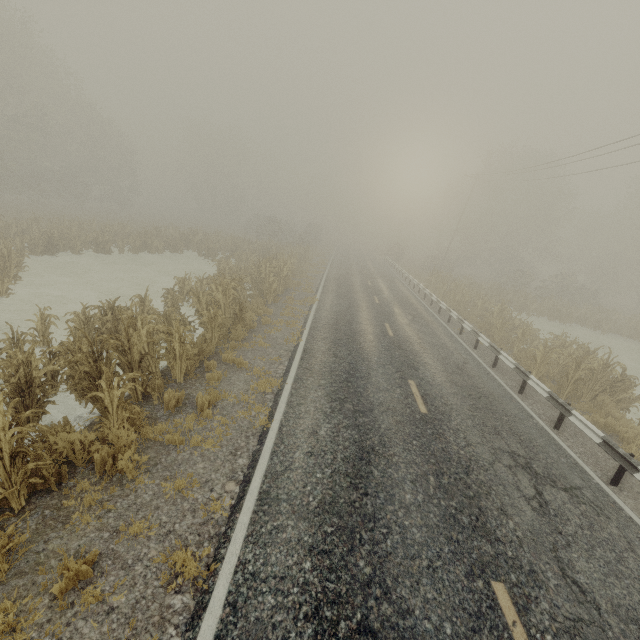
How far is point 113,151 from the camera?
42.2m

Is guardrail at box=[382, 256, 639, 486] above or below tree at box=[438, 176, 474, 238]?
below

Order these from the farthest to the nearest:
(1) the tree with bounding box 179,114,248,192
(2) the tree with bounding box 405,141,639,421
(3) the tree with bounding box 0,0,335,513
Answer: (1) the tree with bounding box 179,114,248,192, (2) the tree with bounding box 405,141,639,421, (3) the tree with bounding box 0,0,335,513

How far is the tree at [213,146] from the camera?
54.9 meters

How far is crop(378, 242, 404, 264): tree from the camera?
47.6 meters

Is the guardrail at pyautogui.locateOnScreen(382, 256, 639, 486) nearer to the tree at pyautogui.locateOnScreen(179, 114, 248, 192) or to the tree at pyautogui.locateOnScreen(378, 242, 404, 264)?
the tree at pyautogui.locateOnScreen(378, 242, 404, 264)

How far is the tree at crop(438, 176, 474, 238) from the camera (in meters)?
55.28

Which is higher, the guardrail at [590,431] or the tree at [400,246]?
the tree at [400,246]
